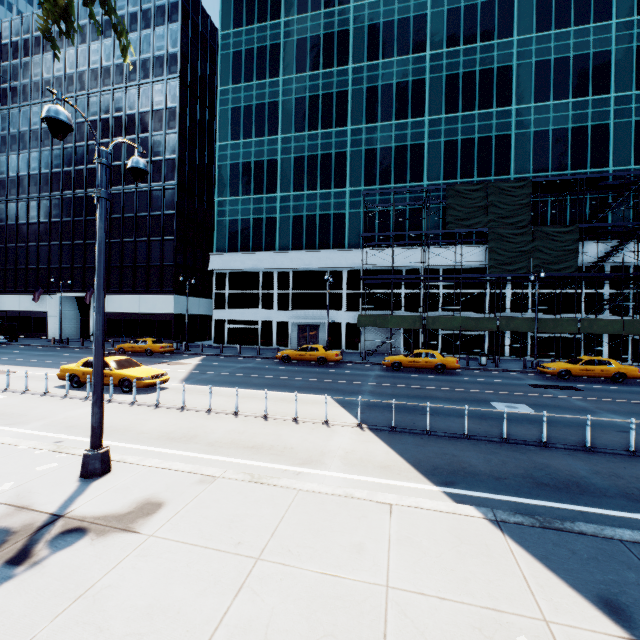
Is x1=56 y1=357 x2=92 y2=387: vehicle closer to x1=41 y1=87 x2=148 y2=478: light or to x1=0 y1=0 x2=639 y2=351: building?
x1=41 y1=87 x2=148 y2=478: light

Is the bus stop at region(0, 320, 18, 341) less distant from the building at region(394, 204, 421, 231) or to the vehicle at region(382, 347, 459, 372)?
the building at region(394, 204, 421, 231)

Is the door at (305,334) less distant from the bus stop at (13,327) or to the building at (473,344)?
the building at (473,344)

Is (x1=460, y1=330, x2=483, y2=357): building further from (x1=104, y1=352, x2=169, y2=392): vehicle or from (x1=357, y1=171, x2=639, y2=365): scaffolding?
(x1=104, y1=352, x2=169, y2=392): vehicle

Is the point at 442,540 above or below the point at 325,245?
below

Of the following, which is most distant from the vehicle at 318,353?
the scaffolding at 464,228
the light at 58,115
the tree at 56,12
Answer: the tree at 56,12

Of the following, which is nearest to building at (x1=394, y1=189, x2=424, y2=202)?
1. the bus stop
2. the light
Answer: the bus stop

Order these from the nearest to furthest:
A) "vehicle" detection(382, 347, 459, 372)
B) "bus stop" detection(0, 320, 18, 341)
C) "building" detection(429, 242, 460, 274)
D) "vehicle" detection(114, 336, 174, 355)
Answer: "vehicle" detection(382, 347, 459, 372), "vehicle" detection(114, 336, 174, 355), "building" detection(429, 242, 460, 274), "bus stop" detection(0, 320, 18, 341)
